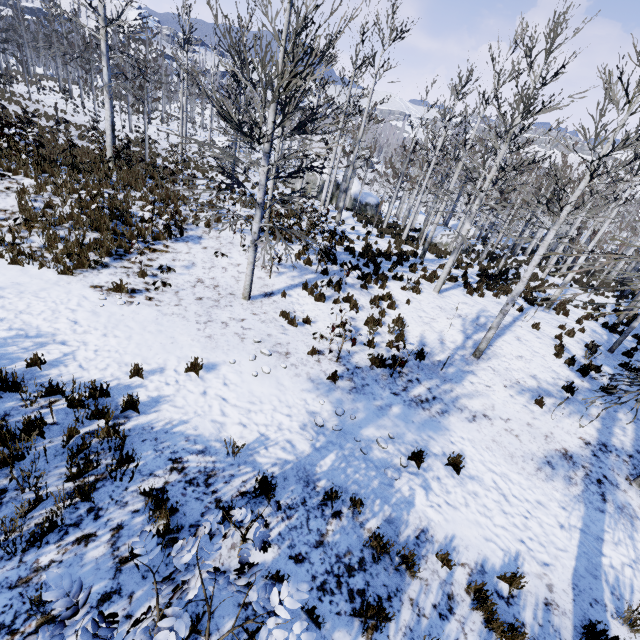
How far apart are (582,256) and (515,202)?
35.6m

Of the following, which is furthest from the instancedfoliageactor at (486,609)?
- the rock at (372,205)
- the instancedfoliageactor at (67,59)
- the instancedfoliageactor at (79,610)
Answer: the instancedfoliageactor at (67,59)

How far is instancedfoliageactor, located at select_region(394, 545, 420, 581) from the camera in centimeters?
398cm

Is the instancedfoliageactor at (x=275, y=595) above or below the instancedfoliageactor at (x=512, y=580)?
above

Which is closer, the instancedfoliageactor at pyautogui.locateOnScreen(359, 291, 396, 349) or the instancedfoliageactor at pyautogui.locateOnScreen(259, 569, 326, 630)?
the instancedfoliageactor at pyautogui.locateOnScreen(259, 569, 326, 630)

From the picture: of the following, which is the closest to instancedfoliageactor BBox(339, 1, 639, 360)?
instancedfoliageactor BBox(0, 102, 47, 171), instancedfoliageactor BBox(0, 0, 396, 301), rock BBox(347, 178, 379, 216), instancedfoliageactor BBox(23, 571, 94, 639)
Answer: instancedfoliageactor BBox(23, 571, 94, 639)
